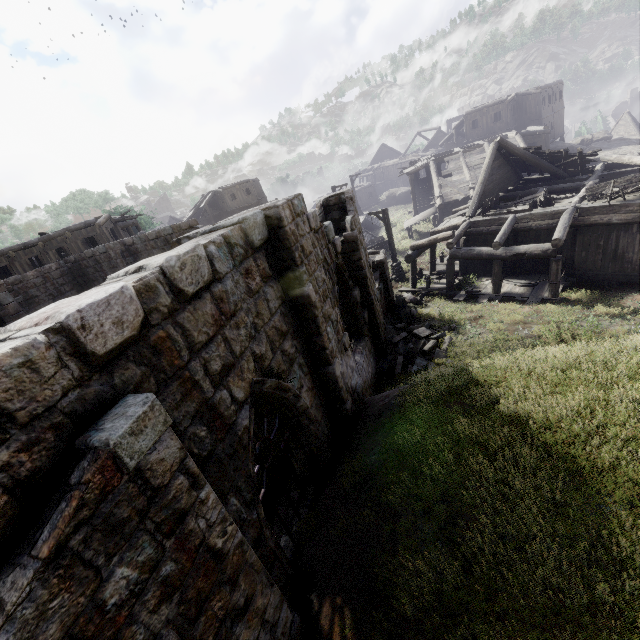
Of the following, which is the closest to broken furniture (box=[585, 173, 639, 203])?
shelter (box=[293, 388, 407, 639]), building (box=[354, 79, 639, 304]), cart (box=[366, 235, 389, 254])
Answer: building (box=[354, 79, 639, 304])

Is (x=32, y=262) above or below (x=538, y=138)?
above

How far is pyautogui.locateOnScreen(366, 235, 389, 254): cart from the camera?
27.2 meters

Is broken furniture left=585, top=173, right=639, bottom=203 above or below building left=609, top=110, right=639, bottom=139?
above

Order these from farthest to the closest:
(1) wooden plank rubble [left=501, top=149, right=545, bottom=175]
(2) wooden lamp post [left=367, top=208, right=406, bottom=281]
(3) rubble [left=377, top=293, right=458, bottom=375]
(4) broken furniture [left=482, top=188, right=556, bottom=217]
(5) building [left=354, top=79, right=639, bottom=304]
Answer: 1. (2) wooden lamp post [left=367, top=208, right=406, bottom=281]
2. (1) wooden plank rubble [left=501, top=149, right=545, bottom=175]
3. (4) broken furniture [left=482, top=188, right=556, bottom=217]
4. (5) building [left=354, top=79, right=639, bottom=304]
5. (3) rubble [left=377, top=293, right=458, bottom=375]

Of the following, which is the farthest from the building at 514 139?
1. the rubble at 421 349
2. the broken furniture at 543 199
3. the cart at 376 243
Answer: the cart at 376 243

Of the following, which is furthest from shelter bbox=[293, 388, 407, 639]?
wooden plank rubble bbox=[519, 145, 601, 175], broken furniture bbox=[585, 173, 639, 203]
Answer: wooden plank rubble bbox=[519, 145, 601, 175]

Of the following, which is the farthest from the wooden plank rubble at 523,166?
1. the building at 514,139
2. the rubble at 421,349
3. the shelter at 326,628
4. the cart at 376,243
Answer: the shelter at 326,628
